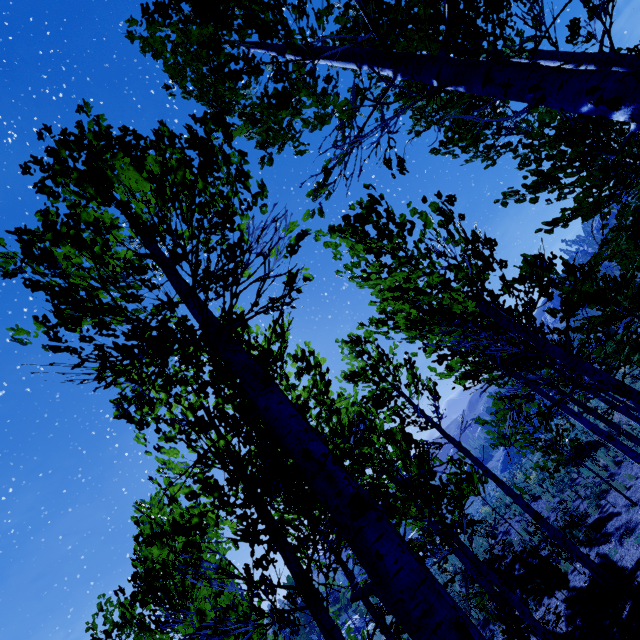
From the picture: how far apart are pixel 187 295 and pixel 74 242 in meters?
1.2
